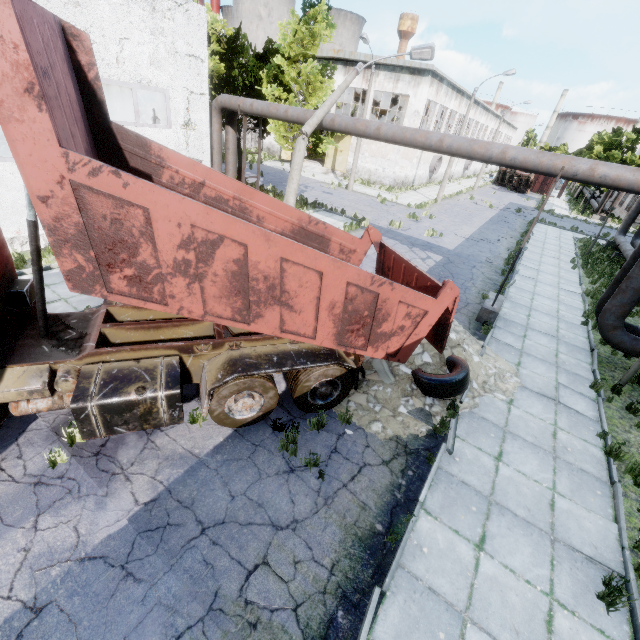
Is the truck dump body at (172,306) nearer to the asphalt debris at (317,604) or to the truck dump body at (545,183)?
the asphalt debris at (317,604)

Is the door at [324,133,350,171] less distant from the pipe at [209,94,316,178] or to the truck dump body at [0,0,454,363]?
the pipe at [209,94,316,178]

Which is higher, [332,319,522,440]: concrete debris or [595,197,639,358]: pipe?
[595,197,639,358]: pipe

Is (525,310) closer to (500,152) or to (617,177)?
(617,177)

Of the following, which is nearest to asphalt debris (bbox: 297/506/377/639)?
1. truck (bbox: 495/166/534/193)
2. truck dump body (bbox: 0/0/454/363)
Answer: truck dump body (bbox: 0/0/454/363)

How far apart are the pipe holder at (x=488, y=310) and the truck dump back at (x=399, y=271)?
4.54m

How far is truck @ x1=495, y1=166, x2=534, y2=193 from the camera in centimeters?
4694cm

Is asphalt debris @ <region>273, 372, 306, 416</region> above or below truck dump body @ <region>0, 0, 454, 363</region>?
below
